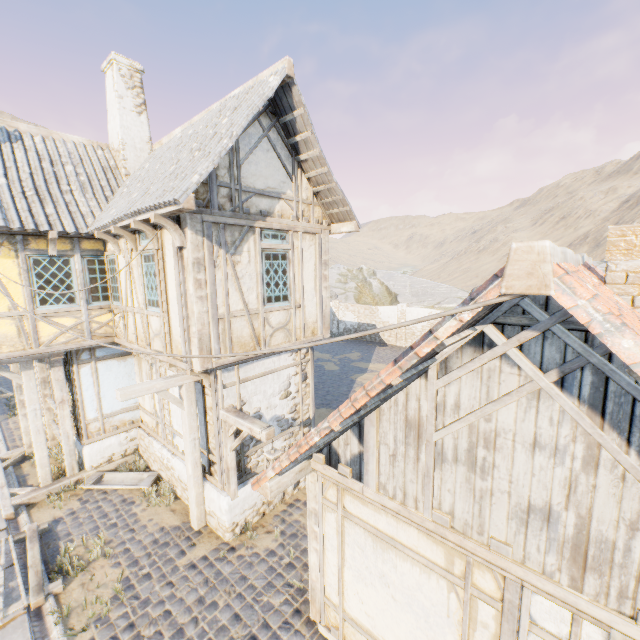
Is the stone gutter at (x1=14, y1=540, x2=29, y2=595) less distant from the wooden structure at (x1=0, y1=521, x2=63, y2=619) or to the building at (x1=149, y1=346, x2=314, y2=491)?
the wooden structure at (x1=0, y1=521, x2=63, y2=619)

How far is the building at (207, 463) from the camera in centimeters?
693cm

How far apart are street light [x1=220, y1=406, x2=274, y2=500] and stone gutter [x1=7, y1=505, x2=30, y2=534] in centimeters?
472cm

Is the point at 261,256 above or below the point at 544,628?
above

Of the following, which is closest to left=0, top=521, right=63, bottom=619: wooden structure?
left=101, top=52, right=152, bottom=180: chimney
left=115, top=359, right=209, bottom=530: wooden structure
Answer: left=115, top=359, right=209, bottom=530: wooden structure

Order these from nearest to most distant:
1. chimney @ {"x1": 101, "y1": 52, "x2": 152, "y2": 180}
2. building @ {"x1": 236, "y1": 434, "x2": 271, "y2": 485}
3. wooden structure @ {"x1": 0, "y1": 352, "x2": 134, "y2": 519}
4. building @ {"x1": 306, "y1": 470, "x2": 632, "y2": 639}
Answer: building @ {"x1": 306, "y1": 470, "x2": 632, "y2": 639} < building @ {"x1": 236, "y1": 434, "x2": 271, "y2": 485} < wooden structure @ {"x1": 0, "y1": 352, "x2": 134, "y2": 519} < chimney @ {"x1": 101, "y1": 52, "x2": 152, "y2": 180}

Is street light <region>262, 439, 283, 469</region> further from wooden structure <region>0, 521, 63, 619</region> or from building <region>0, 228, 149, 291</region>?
wooden structure <region>0, 521, 63, 619</region>

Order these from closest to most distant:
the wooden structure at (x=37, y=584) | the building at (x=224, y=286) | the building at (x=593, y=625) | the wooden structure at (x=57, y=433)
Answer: the building at (x=593, y=625) < the wooden structure at (x=37, y=584) < the building at (x=224, y=286) < the wooden structure at (x=57, y=433)
